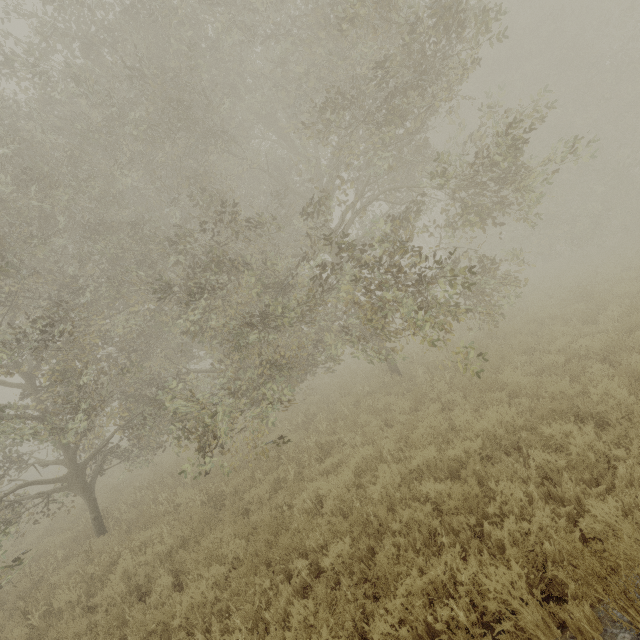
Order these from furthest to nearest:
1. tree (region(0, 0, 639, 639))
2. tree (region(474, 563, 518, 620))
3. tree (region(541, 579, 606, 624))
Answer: tree (region(0, 0, 639, 639)) → tree (region(474, 563, 518, 620)) → tree (region(541, 579, 606, 624))

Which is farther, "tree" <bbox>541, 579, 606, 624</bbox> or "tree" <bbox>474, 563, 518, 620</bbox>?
"tree" <bbox>474, 563, 518, 620</bbox>

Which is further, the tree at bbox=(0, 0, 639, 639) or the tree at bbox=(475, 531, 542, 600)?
the tree at bbox=(0, 0, 639, 639)

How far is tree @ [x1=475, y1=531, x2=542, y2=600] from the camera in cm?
322

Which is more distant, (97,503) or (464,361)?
(464,361)

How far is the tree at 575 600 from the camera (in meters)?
2.57
